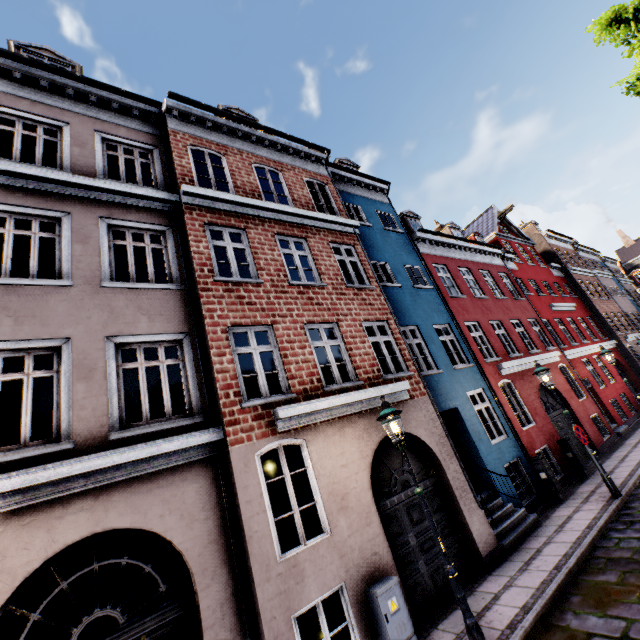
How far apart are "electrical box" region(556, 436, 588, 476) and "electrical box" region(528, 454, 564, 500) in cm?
209

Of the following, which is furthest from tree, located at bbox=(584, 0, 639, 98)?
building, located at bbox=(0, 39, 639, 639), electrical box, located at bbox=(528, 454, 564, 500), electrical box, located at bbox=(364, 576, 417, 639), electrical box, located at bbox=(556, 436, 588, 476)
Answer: electrical box, located at bbox=(556, 436, 588, 476)

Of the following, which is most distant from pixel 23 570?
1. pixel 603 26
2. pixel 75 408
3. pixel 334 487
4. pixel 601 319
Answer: pixel 601 319

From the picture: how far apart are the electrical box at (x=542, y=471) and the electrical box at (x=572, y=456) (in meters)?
2.09

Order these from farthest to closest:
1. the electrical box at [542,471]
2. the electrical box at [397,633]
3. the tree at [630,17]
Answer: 1. the electrical box at [542,471]
2. the electrical box at [397,633]
3. the tree at [630,17]

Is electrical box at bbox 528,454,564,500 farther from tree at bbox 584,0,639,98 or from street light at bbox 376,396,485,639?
tree at bbox 584,0,639,98

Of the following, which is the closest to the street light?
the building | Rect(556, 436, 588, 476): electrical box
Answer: the building

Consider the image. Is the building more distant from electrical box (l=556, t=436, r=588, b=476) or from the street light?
the street light
